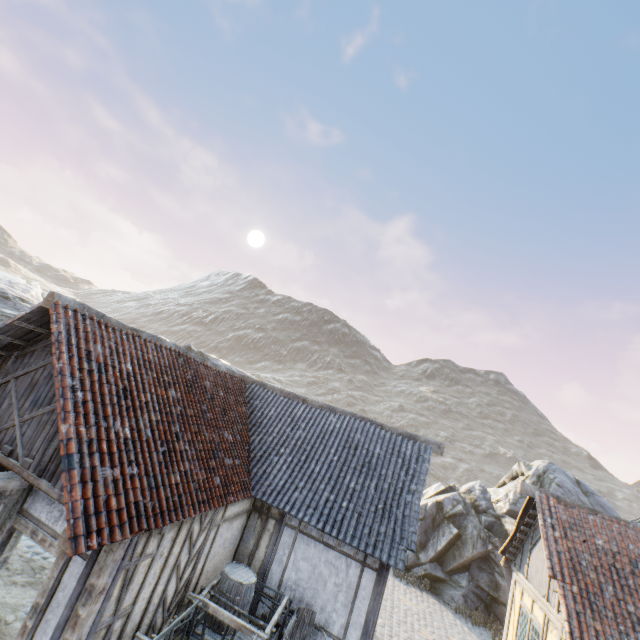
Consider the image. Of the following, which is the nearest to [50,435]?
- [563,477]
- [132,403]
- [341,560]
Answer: [132,403]

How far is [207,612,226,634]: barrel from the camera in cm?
763

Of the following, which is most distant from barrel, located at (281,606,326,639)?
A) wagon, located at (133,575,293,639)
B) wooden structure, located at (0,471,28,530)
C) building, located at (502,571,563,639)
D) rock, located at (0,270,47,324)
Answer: rock, located at (0,270,47,324)

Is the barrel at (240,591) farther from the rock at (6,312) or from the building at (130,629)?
the rock at (6,312)

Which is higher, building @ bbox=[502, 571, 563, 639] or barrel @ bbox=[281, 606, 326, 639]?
building @ bbox=[502, 571, 563, 639]

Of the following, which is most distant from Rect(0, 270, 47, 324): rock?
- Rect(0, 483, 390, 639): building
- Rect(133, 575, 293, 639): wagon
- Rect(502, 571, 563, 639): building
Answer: Rect(133, 575, 293, 639): wagon

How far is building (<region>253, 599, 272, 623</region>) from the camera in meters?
8.6

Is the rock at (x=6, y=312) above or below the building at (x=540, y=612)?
above
